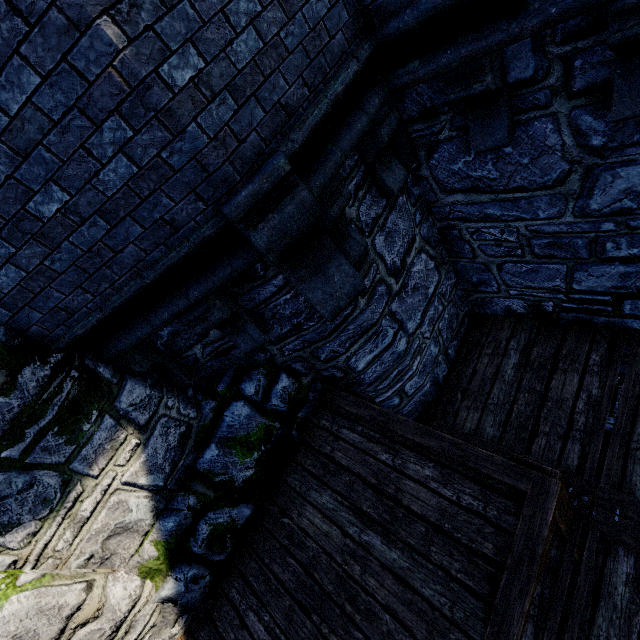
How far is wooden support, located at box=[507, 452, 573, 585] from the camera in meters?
2.4

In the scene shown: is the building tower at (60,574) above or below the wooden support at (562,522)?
above

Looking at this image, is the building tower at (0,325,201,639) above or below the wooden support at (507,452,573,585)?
above

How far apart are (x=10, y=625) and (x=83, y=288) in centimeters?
247cm

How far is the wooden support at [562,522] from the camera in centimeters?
237cm
